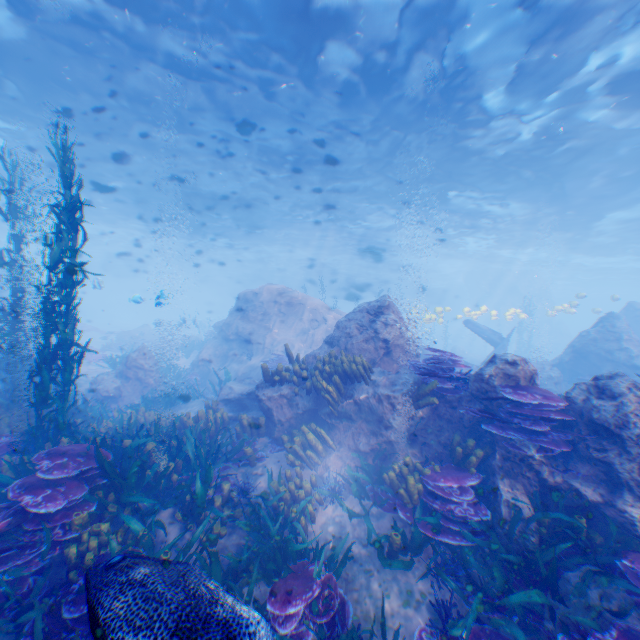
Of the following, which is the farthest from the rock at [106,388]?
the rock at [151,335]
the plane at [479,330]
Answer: the rock at [151,335]

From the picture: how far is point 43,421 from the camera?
6.7m

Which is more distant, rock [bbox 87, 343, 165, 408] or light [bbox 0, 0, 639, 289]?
rock [bbox 87, 343, 165, 408]

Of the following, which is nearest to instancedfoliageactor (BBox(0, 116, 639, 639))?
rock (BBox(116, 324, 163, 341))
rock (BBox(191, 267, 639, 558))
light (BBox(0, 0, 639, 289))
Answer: rock (BBox(191, 267, 639, 558))

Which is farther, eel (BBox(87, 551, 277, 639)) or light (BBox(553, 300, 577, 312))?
light (BBox(553, 300, 577, 312))

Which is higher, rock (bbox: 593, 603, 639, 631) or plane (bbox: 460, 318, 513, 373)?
plane (bbox: 460, 318, 513, 373)

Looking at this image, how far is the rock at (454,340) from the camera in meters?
31.9

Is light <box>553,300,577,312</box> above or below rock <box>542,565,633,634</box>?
above
